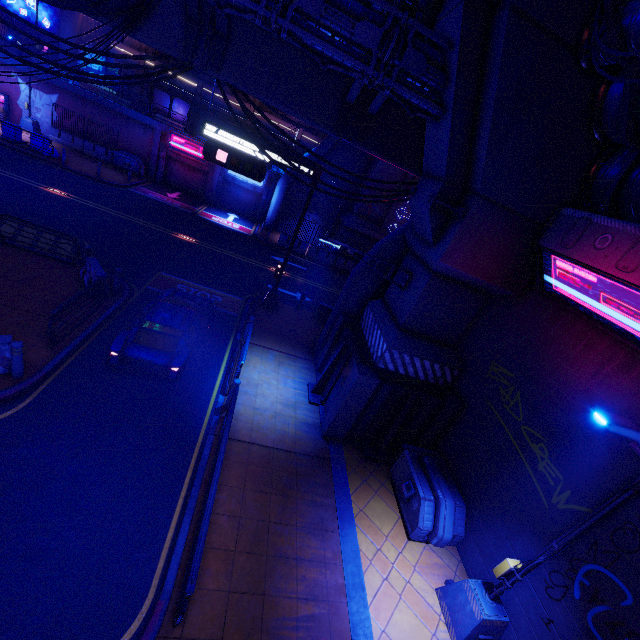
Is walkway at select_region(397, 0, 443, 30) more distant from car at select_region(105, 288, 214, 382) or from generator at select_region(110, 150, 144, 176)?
generator at select_region(110, 150, 144, 176)

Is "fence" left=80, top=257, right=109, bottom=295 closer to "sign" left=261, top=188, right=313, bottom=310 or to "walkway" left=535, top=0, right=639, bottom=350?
"sign" left=261, top=188, right=313, bottom=310

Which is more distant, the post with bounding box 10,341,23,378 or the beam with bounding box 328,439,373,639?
the post with bounding box 10,341,23,378

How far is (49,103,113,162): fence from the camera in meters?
26.3 m

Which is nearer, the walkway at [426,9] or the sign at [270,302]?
the walkway at [426,9]

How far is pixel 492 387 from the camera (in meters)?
9.53

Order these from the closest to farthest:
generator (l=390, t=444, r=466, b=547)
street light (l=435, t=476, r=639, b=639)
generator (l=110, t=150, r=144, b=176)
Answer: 1. street light (l=435, t=476, r=639, b=639)
2. generator (l=390, t=444, r=466, b=547)
3. generator (l=110, t=150, r=144, b=176)

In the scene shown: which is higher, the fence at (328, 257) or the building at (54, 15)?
the building at (54, 15)
